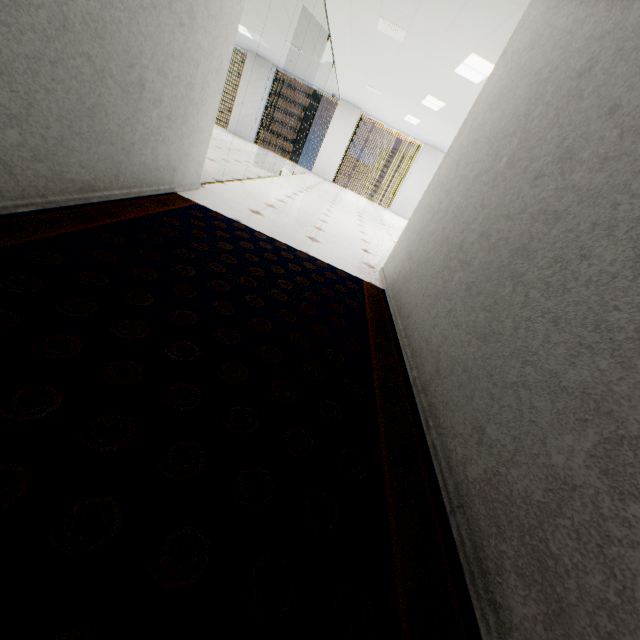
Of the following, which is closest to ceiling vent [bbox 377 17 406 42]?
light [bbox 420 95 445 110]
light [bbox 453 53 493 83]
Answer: light [bbox 453 53 493 83]

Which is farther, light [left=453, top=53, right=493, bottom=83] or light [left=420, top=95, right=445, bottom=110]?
light [left=420, top=95, right=445, bottom=110]

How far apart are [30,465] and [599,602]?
1.29m

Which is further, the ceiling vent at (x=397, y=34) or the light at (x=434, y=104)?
the light at (x=434, y=104)

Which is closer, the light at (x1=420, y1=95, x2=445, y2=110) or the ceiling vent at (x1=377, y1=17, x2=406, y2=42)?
the ceiling vent at (x1=377, y1=17, x2=406, y2=42)

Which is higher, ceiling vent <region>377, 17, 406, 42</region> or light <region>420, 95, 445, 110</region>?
light <region>420, 95, 445, 110</region>

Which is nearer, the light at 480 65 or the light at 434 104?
the light at 480 65

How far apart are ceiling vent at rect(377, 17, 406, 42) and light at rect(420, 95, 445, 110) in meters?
2.4 m
